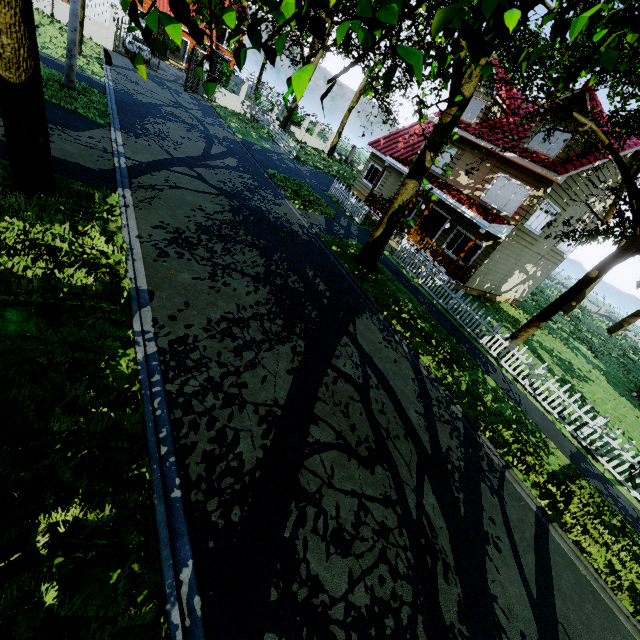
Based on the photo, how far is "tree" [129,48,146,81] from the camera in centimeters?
222cm

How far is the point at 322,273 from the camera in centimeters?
1054cm

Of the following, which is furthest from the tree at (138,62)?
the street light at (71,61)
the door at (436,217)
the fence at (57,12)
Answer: the door at (436,217)

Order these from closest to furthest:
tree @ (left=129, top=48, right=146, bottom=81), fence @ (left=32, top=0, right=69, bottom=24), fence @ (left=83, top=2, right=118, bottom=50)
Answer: tree @ (left=129, top=48, right=146, bottom=81) < fence @ (left=32, top=0, right=69, bottom=24) < fence @ (left=83, top=2, right=118, bottom=50)

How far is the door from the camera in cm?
1798

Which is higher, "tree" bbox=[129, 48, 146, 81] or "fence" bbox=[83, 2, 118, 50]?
"tree" bbox=[129, 48, 146, 81]

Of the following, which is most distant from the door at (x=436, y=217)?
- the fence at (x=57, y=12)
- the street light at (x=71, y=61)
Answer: the fence at (x=57, y=12)

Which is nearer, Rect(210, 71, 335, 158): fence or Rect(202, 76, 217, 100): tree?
Rect(202, 76, 217, 100): tree
